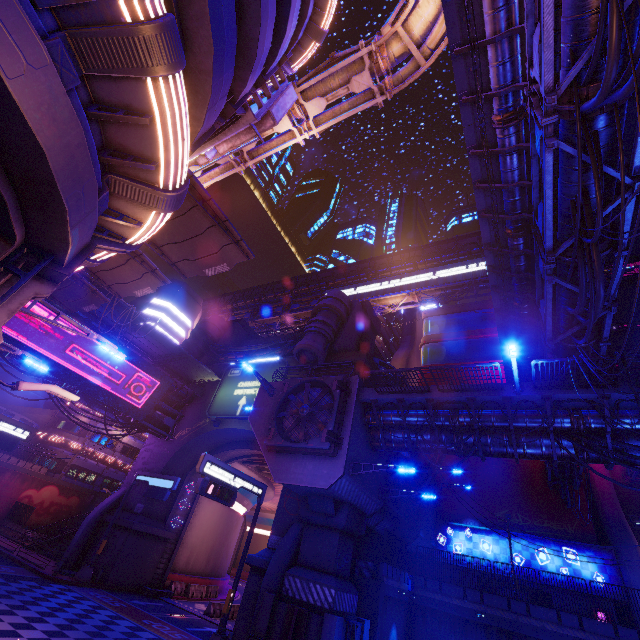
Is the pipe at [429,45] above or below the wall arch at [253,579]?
above

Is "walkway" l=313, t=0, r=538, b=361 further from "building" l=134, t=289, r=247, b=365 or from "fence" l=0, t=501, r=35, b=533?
"fence" l=0, t=501, r=35, b=533

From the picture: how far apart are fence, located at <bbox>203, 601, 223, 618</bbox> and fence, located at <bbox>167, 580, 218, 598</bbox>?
4.8m

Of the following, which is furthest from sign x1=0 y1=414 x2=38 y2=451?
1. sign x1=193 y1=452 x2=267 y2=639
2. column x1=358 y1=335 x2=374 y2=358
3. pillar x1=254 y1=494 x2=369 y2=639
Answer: column x1=358 y1=335 x2=374 y2=358

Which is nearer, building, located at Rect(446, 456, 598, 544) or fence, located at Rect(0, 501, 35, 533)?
building, located at Rect(446, 456, 598, 544)

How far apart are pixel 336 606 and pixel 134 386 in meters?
22.1

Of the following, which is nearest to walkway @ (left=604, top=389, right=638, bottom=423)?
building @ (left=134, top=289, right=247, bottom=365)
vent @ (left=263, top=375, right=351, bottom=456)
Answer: vent @ (left=263, top=375, right=351, bottom=456)

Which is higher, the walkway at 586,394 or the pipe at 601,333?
the pipe at 601,333
